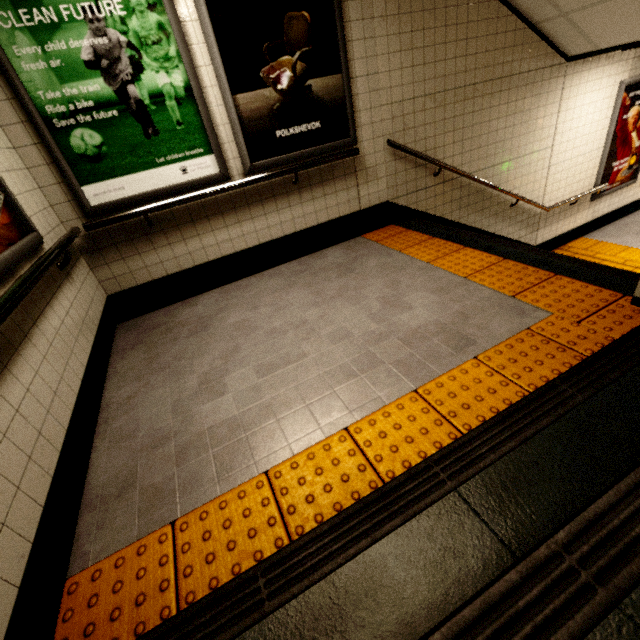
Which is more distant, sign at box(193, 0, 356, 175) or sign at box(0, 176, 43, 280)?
sign at box(193, 0, 356, 175)

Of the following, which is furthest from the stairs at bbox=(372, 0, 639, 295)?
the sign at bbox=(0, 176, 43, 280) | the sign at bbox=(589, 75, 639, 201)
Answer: the sign at bbox=(0, 176, 43, 280)

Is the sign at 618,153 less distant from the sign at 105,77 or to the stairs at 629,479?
the stairs at 629,479

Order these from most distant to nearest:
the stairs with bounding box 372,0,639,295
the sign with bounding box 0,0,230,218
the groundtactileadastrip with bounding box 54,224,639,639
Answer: the stairs with bounding box 372,0,639,295 → the sign with bounding box 0,0,230,218 → the groundtactileadastrip with bounding box 54,224,639,639

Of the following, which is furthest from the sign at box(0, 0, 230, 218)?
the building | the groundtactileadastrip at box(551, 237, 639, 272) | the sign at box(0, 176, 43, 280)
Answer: the groundtactileadastrip at box(551, 237, 639, 272)

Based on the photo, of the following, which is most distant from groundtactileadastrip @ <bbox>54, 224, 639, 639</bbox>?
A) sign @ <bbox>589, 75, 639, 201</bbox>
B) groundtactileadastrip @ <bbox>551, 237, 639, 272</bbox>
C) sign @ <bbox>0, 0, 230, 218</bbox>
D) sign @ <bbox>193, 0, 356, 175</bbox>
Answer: sign @ <bbox>589, 75, 639, 201</bbox>

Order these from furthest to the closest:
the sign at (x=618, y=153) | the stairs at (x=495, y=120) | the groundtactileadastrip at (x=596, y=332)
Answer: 1. the sign at (x=618, y=153)
2. the stairs at (x=495, y=120)
3. the groundtactileadastrip at (x=596, y=332)

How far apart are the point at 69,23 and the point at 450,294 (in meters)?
3.44
